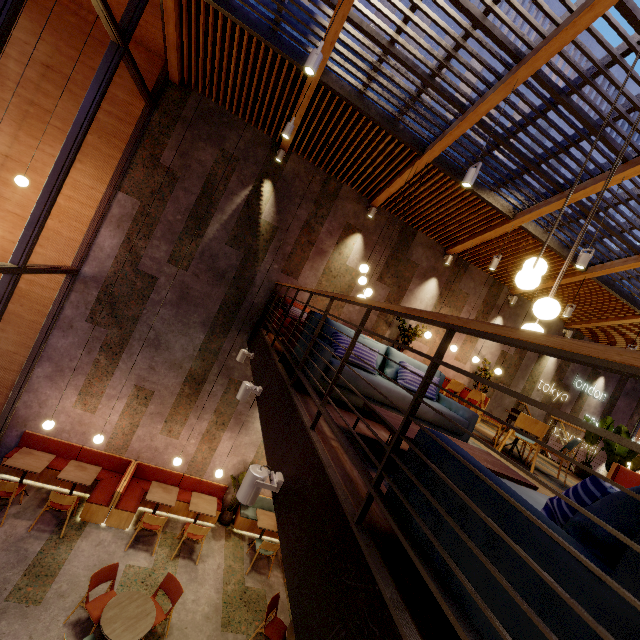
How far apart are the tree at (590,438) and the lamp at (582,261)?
4.7 meters

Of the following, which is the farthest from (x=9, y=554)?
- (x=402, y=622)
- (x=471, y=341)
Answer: (x=471, y=341)

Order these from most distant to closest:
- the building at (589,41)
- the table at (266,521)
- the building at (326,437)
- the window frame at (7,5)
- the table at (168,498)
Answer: the building at (589,41) < the table at (266,521) < the table at (168,498) < the window frame at (7,5) < the building at (326,437)

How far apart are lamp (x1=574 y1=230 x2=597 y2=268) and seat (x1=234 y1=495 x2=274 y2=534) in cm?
842

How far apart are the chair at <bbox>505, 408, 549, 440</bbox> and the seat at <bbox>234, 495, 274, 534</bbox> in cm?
469

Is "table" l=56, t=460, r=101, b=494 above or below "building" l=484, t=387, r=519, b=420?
below

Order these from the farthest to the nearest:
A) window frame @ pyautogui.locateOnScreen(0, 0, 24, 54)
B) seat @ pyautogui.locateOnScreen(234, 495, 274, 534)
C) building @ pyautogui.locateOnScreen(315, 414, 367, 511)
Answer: seat @ pyautogui.locateOnScreen(234, 495, 274, 534) < window frame @ pyautogui.locateOnScreen(0, 0, 24, 54) < building @ pyautogui.locateOnScreen(315, 414, 367, 511)

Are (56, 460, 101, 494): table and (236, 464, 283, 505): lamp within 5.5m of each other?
no
